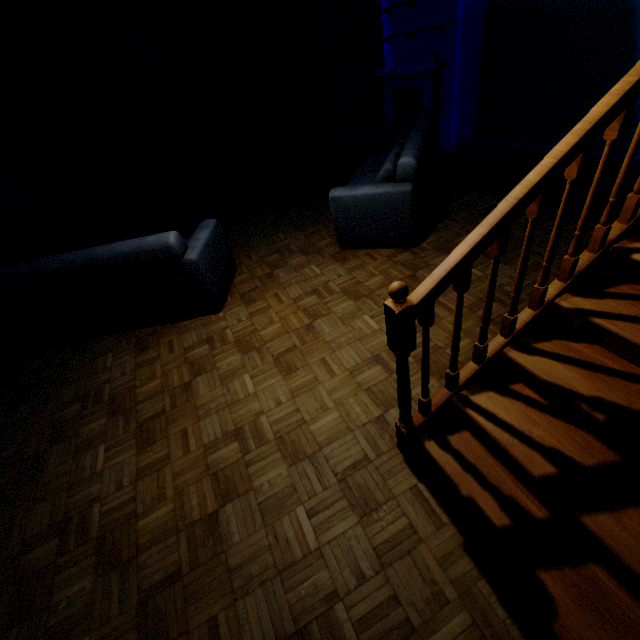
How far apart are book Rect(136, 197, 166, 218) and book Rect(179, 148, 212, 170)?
0.9 meters

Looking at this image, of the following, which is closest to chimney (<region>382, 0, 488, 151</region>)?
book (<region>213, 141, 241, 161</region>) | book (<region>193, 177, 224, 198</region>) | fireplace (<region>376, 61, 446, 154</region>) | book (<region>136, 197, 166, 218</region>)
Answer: fireplace (<region>376, 61, 446, 154</region>)

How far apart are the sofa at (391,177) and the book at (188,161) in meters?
3.6

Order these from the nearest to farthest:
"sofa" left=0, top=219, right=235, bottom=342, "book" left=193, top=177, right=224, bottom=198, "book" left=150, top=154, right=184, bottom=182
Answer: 1. "sofa" left=0, top=219, right=235, bottom=342
2. "book" left=150, top=154, right=184, bottom=182
3. "book" left=193, top=177, right=224, bottom=198

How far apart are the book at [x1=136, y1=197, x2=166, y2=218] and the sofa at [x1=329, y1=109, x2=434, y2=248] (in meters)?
4.55

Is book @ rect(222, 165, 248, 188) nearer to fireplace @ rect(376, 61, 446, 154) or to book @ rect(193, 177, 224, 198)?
book @ rect(193, 177, 224, 198)

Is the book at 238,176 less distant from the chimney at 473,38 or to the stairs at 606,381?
the stairs at 606,381

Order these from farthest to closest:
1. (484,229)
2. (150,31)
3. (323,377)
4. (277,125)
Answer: (277,125)
(150,31)
(323,377)
(484,229)
